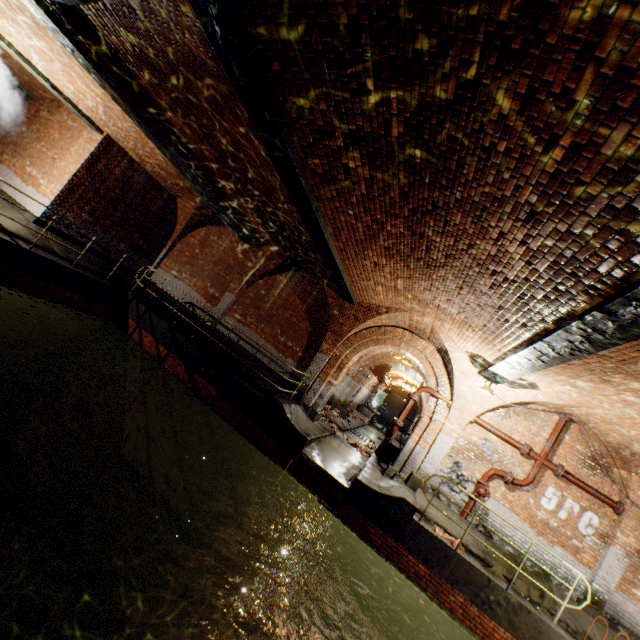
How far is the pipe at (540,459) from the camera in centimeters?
955cm

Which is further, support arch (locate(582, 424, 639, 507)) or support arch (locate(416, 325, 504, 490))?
support arch (locate(416, 325, 504, 490))

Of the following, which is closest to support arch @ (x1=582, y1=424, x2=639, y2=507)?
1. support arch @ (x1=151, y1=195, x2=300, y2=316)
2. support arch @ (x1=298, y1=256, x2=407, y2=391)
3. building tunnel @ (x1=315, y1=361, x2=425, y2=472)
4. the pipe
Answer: the pipe

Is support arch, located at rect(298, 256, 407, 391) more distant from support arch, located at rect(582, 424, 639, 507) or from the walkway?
support arch, located at rect(582, 424, 639, 507)

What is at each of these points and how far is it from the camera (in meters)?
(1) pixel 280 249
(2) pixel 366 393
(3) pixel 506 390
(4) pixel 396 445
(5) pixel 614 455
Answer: (1) support arch, 12.20
(2) building tunnel, 26.83
(3) support arch, 9.52
(4) walkway, 13.78
(5) support arch, 8.96

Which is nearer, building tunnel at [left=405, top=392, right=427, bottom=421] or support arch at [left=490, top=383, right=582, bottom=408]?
support arch at [left=490, top=383, right=582, bottom=408]

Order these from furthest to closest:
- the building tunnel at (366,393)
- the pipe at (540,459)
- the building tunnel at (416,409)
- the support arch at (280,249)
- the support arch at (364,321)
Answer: the building tunnel at (416,409) → the support arch at (280,249) → the building tunnel at (366,393) → the support arch at (364,321) → the pipe at (540,459)

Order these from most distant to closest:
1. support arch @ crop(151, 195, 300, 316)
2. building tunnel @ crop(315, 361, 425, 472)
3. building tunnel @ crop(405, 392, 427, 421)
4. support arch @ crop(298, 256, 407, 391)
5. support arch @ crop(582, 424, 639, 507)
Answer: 1. building tunnel @ crop(405, 392, 427, 421)
2. support arch @ crop(151, 195, 300, 316)
3. building tunnel @ crop(315, 361, 425, 472)
4. support arch @ crop(298, 256, 407, 391)
5. support arch @ crop(582, 424, 639, 507)
